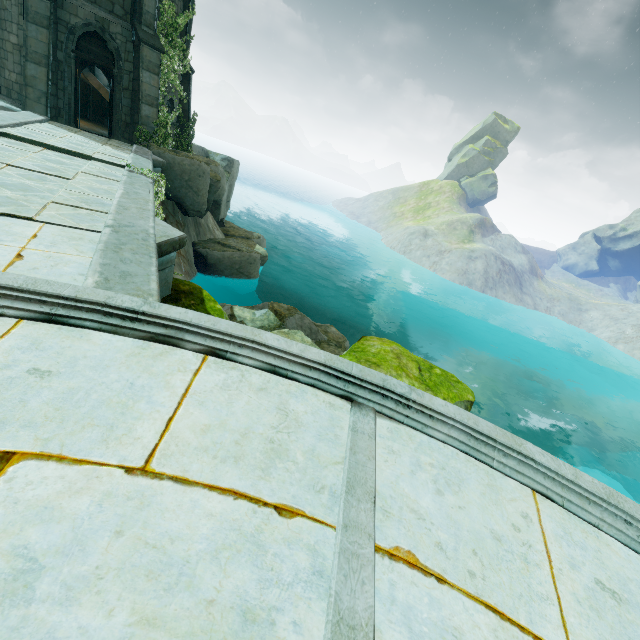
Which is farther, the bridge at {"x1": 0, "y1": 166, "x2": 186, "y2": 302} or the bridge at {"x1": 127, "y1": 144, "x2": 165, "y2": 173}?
the bridge at {"x1": 127, "y1": 144, "x2": 165, "y2": 173}

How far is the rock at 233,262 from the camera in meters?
14.4

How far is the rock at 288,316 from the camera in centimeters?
630cm

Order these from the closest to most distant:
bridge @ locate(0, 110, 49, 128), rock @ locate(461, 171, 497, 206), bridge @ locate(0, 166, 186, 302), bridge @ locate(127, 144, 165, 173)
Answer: bridge @ locate(0, 166, 186, 302) → bridge @ locate(0, 110, 49, 128) → bridge @ locate(127, 144, 165, 173) → rock @ locate(461, 171, 497, 206)

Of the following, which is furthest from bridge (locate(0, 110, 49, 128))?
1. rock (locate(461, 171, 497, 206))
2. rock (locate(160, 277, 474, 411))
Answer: rock (locate(461, 171, 497, 206))

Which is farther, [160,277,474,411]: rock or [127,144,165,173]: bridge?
[127,144,165,173]: bridge

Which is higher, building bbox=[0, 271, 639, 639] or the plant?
the plant

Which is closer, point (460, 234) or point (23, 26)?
point (23, 26)
